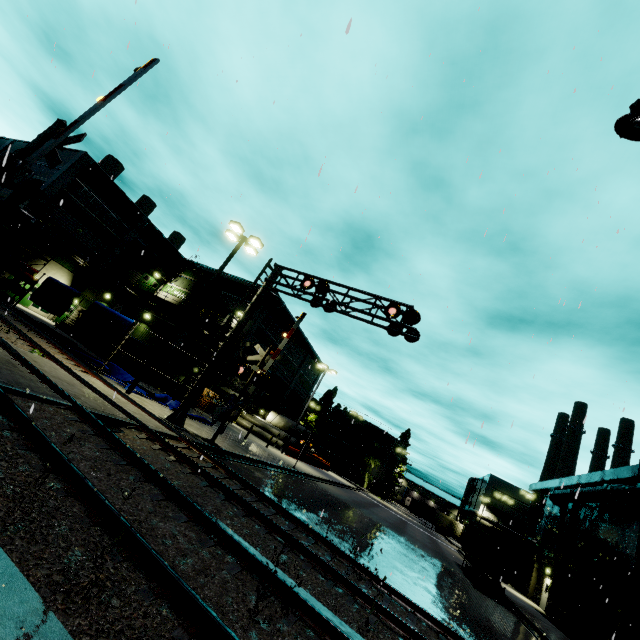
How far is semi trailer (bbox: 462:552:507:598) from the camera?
20.92m

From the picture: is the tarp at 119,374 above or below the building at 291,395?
below

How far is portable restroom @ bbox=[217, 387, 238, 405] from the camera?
33.4 meters

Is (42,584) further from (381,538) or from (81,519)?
(381,538)

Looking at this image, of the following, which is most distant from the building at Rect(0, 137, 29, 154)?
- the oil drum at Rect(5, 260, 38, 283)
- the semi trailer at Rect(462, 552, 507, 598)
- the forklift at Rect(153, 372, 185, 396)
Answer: the oil drum at Rect(5, 260, 38, 283)

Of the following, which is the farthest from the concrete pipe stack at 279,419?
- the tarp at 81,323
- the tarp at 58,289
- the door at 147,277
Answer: the door at 147,277

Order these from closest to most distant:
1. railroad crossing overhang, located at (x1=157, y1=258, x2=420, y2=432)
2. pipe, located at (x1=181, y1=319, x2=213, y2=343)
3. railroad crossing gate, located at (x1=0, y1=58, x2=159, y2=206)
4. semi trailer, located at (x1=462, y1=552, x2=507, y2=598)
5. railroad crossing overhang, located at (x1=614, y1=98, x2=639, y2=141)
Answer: railroad crossing overhang, located at (x1=614, y1=98, x2=639, y2=141)
railroad crossing gate, located at (x1=0, y1=58, x2=159, y2=206)
railroad crossing overhang, located at (x1=157, y1=258, x2=420, y2=432)
semi trailer, located at (x1=462, y1=552, x2=507, y2=598)
pipe, located at (x1=181, y1=319, x2=213, y2=343)

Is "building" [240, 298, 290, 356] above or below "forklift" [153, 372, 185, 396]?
above
